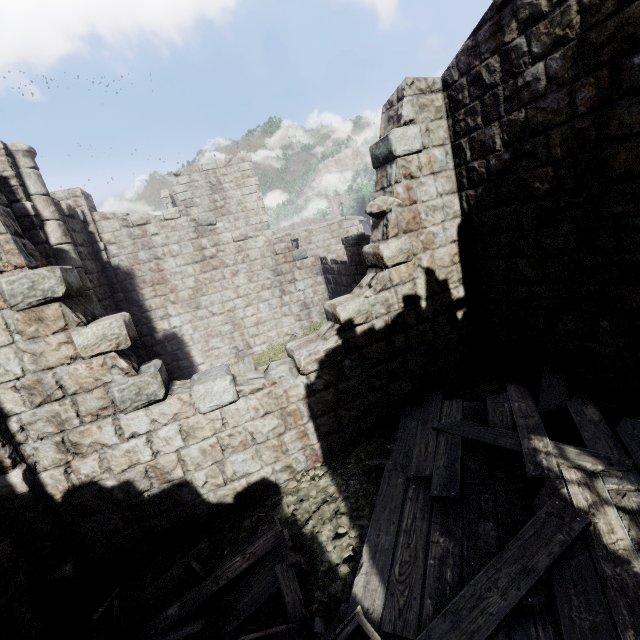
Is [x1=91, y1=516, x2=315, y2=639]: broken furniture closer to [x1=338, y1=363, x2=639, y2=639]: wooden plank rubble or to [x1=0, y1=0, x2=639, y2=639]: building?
[x1=338, y1=363, x2=639, y2=639]: wooden plank rubble

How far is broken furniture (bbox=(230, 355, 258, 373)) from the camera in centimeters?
1036cm

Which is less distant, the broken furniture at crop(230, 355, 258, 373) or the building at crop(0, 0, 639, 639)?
the building at crop(0, 0, 639, 639)

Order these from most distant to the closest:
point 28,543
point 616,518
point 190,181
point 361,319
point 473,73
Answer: point 190,181
point 361,319
point 473,73
point 28,543
point 616,518

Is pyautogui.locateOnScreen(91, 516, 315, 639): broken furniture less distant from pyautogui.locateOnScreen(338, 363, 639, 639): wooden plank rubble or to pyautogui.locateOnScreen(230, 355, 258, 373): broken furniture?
pyautogui.locateOnScreen(338, 363, 639, 639): wooden plank rubble

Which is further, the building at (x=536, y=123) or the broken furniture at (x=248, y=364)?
the broken furniture at (x=248, y=364)

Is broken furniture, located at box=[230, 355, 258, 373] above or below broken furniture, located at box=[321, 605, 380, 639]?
above

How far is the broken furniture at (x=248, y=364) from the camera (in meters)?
10.36
